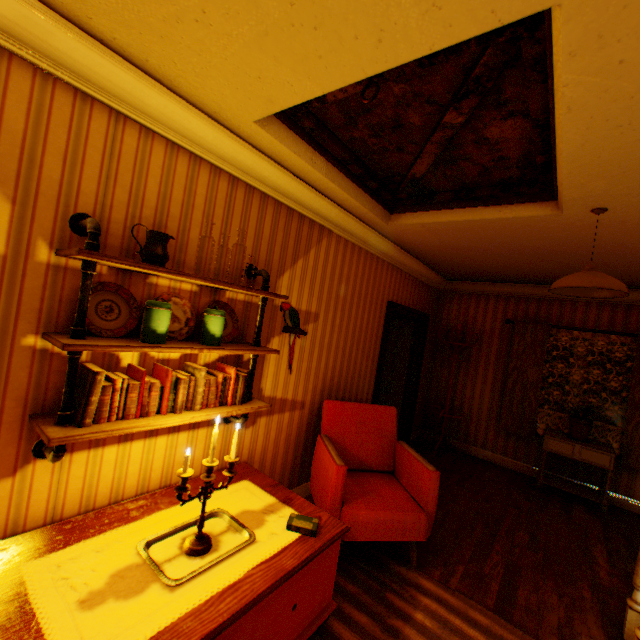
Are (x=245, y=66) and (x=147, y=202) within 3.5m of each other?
yes

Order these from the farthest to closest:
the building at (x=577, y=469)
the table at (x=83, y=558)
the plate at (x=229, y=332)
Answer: the building at (x=577, y=469) < the plate at (x=229, y=332) < the table at (x=83, y=558)

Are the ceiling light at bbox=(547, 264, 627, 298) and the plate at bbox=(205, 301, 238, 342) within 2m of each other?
no

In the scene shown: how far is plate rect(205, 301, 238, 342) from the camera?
2.4 meters

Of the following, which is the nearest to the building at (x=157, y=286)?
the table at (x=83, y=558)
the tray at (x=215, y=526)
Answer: the table at (x=83, y=558)

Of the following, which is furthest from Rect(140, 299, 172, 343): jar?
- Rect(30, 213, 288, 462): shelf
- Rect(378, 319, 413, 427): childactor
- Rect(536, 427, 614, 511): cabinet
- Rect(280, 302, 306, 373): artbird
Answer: Rect(536, 427, 614, 511): cabinet

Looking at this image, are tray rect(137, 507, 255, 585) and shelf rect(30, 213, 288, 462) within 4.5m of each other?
yes

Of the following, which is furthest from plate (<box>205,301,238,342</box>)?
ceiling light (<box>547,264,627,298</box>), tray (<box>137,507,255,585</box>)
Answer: ceiling light (<box>547,264,627,298</box>)
